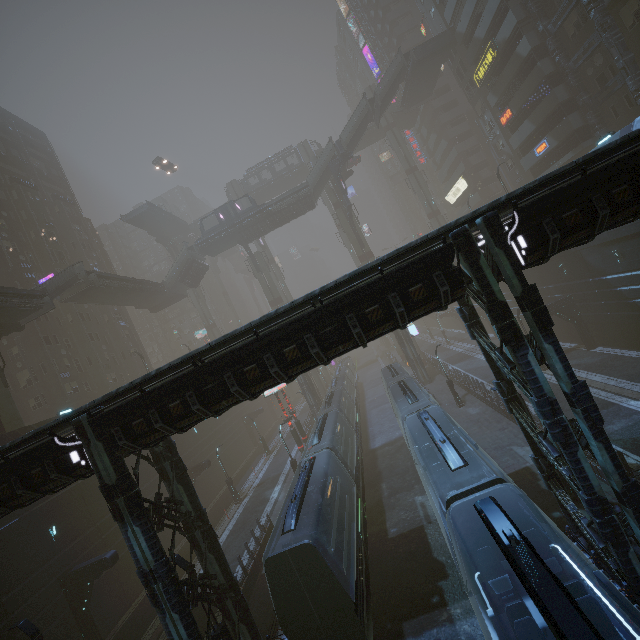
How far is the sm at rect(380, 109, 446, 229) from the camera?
57.7m

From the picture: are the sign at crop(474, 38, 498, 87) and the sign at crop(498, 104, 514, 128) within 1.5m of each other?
no

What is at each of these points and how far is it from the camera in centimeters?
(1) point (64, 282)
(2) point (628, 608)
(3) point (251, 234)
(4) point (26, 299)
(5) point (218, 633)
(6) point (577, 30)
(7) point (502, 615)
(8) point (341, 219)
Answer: (1) stairs, 3041cm
(2) train, 549cm
(3) building, 4572cm
(4) bridge, 2558cm
(5) street light, 1216cm
(6) building, 2952cm
(7) train, 923cm
(8) sm, 4884cm

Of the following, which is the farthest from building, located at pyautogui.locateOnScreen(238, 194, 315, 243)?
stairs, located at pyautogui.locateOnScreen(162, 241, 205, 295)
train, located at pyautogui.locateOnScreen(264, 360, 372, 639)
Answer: train, located at pyautogui.locateOnScreen(264, 360, 372, 639)

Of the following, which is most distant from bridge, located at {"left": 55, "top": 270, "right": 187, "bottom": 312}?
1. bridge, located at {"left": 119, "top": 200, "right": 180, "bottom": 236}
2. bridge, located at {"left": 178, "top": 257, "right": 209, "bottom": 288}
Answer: bridge, located at {"left": 119, "top": 200, "right": 180, "bottom": 236}

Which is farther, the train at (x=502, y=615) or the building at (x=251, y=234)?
the building at (x=251, y=234)

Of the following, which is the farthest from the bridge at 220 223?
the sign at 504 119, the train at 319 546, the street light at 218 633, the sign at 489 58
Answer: the street light at 218 633

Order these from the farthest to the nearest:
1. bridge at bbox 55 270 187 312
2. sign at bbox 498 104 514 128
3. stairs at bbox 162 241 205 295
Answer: stairs at bbox 162 241 205 295
sign at bbox 498 104 514 128
bridge at bbox 55 270 187 312
